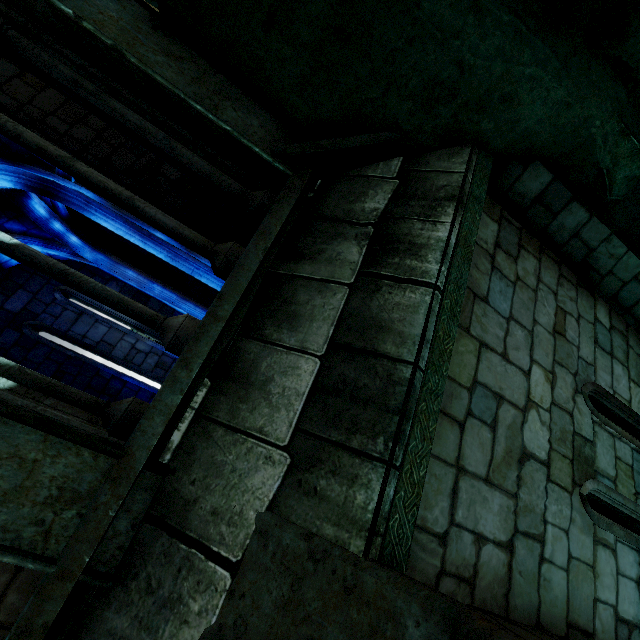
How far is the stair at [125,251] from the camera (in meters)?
7.99

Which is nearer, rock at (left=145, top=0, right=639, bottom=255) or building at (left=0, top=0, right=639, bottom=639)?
building at (left=0, top=0, right=639, bottom=639)

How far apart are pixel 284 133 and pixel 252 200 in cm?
71

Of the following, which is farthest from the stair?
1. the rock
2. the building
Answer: the rock

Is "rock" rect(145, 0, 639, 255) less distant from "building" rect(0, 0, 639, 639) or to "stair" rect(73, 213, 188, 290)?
"building" rect(0, 0, 639, 639)

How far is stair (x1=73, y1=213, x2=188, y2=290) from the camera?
8.0m

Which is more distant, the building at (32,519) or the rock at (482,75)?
the rock at (482,75)
